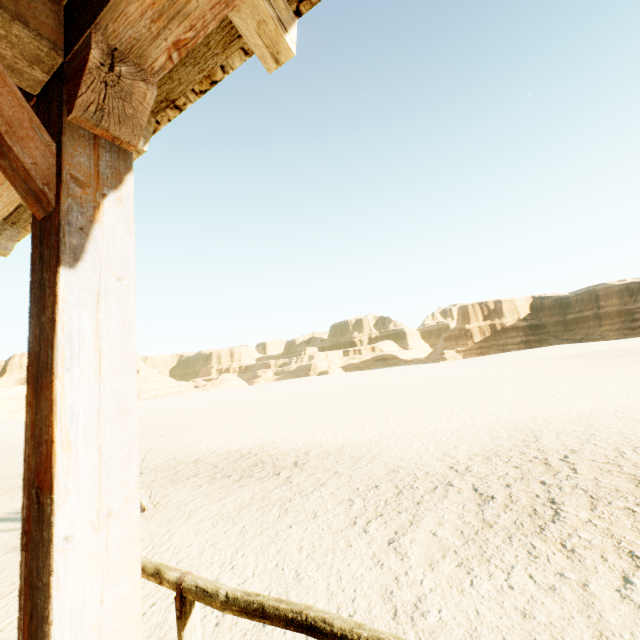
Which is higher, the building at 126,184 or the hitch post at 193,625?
the building at 126,184

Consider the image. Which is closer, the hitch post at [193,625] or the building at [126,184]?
the building at [126,184]

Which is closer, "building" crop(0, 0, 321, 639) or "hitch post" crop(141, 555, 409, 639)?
"building" crop(0, 0, 321, 639)

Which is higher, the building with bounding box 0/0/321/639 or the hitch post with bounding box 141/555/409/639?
the building with bounding box 0/0/321/639

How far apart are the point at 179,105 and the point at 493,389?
19.2m
